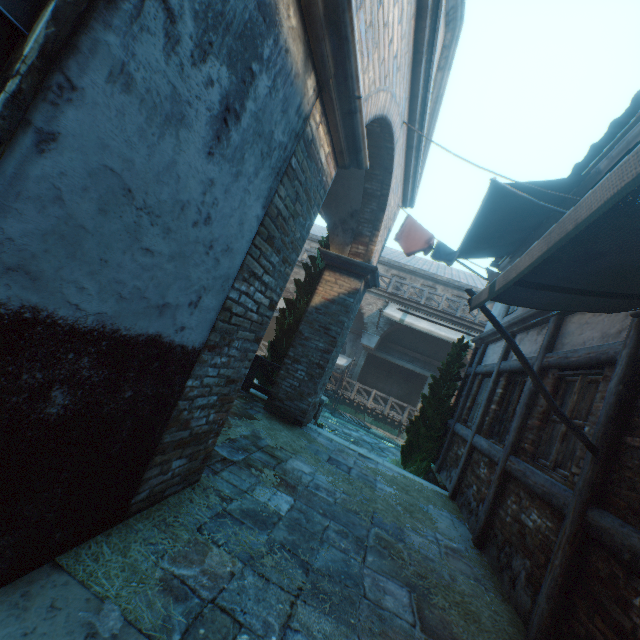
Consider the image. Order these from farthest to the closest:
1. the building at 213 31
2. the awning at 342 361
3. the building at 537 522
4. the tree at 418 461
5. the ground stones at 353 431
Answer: the awning at 342 361, the ground stones at 353 431, the tree at 418 461, the building at 537 522, the building at 213 31

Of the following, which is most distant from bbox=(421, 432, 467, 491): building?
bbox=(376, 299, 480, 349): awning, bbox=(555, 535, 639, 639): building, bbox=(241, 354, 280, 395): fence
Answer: bbox=(241, 354, 280, 395): fence

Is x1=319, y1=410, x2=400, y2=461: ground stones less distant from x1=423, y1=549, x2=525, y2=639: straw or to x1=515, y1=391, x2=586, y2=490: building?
x1=423, y1=549, x2=525, y2=639: straw

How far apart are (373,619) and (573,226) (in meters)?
3.03

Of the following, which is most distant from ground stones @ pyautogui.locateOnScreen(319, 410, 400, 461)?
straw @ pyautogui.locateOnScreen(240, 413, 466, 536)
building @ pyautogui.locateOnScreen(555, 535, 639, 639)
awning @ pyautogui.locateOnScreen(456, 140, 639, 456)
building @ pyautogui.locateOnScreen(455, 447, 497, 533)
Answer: building @ pyautogui.locateOnScreen(555, 535, 639, 639)

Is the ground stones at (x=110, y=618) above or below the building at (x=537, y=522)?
below

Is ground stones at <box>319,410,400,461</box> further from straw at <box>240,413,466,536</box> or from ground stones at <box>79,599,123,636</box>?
ground stones at <box>79,599,123,636</box>

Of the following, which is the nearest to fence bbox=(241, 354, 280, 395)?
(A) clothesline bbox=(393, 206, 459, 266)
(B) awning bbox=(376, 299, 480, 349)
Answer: (A) clothesline bbox=(393, 206, 459, 266)
